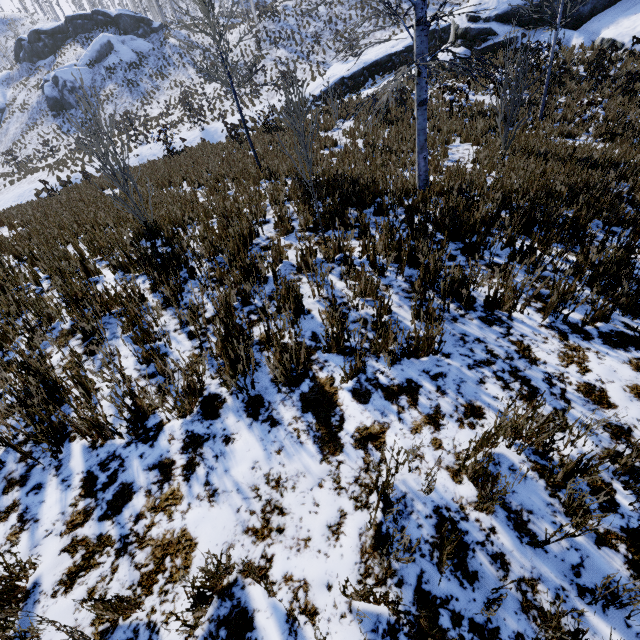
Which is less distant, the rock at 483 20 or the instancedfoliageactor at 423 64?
the instancedfoliageactor at 423 64

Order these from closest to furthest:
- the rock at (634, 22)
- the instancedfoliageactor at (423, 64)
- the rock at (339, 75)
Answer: the instancedfoliageactor at (423, 64) < the rock at (634, 22) < the rock at (339, 75)

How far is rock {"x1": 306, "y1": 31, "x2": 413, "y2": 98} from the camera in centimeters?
2264cm

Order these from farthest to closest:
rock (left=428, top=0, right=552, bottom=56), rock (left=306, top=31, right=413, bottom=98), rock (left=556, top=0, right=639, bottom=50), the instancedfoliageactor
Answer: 1. rock (left=306, top=31, right=413, bottom=98)
2. rock (left=428, top=0, right=552, bottom=56)
3. rock (left=556, top=0, right=639, bottom=50)
4. the instancedfoliageactor

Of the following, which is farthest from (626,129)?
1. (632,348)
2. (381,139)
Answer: (632,348)

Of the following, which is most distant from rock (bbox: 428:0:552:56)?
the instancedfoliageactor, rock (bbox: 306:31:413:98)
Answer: the instancedfoliageactor

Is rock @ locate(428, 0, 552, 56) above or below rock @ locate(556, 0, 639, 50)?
above
